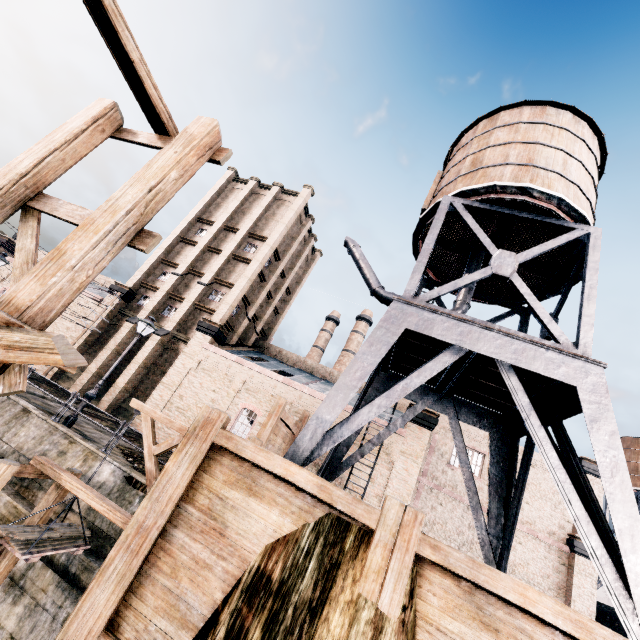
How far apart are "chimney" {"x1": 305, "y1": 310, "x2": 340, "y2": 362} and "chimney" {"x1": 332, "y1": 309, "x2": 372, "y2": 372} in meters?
2.5 m

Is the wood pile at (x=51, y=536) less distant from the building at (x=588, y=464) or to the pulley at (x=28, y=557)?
the pulley at (x=28, y=557)

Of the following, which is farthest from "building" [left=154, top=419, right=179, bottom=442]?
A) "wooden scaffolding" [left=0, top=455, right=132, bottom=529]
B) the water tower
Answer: "wooden scaffolding" [left=0, top=455, right=132, bottom=529]

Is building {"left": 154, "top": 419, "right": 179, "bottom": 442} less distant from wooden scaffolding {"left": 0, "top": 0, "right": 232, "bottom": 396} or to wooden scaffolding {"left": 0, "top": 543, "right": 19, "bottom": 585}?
wooden scaffolding {"left": 0, "top": 543, "right": 19, "bottom": 585}

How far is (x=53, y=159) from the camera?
7.4 meters

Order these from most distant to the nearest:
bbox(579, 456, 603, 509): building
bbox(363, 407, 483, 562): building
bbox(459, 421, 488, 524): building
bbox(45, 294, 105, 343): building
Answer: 1. bbox(45, 294, 105, 343): building
2. bbox(459, 421, 488, 524): building
3. bbox(579, 456, 603, 509): building
4. bbox(363, 407, 483, 562): building

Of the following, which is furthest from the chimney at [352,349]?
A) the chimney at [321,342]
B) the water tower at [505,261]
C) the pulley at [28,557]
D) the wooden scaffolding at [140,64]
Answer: the wooden scaffolding at [140,64]

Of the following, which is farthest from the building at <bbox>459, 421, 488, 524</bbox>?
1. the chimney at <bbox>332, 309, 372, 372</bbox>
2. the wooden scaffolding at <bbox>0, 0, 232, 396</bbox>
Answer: the wooden scaffolding at <bbox>0, 0, 232, 396</bbox>
